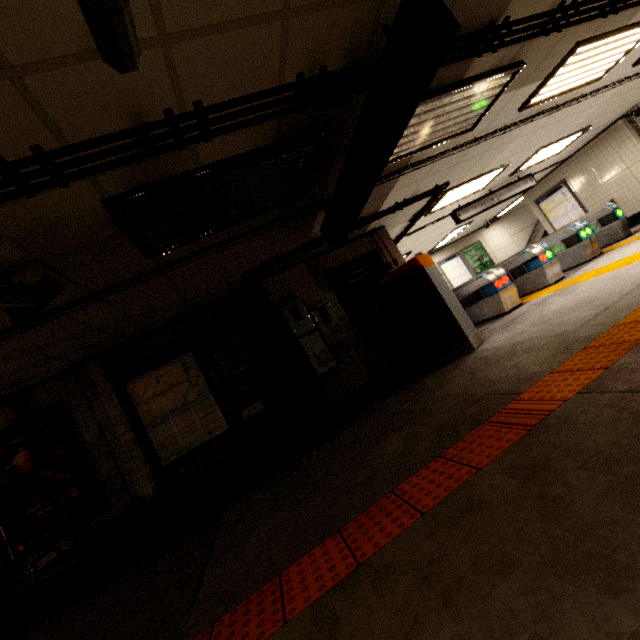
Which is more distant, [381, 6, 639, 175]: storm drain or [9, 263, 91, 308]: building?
[381, 6, 639, 175]: storm drain

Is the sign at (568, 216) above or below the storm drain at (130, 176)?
below

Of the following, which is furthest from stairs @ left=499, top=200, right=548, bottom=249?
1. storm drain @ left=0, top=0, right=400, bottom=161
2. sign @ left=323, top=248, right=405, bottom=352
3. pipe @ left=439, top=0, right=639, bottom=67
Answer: sign @ left=323, top=248, right=405, bottom=352

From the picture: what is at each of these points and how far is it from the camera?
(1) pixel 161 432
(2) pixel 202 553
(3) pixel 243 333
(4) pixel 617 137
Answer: (1) sign, 5.18m
(2) building, 3.23m
(3) sign, 5.79m
(4) building, 9.37m

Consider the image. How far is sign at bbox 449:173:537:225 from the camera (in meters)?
8.57

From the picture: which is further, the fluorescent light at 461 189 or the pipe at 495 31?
the fluorescent light at 461 189

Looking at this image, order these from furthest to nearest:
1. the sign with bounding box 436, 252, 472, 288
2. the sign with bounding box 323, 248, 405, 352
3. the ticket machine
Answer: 1. the sign with bounding box 436, 252, 472, 288
2. the sign with bounding box 323, 248, 405, 352
3. the ticket machine

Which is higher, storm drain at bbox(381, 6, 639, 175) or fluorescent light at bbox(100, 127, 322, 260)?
storm drain at bbox(381, 6, 639, 175)
